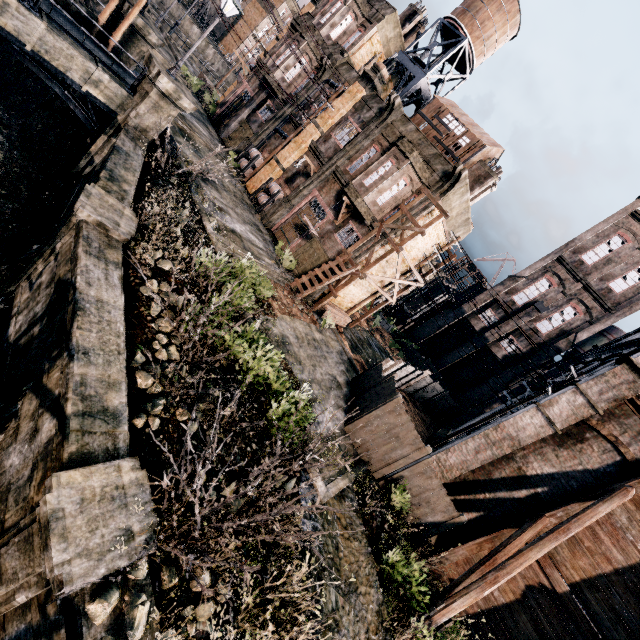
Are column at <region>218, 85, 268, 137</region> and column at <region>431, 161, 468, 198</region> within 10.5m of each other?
no

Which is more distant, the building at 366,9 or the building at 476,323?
the building at 476,323

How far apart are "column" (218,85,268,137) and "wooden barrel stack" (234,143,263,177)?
4.7m

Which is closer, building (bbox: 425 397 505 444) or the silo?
building (bbox: 425 397 505 444)

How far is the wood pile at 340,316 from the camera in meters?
22.0 m

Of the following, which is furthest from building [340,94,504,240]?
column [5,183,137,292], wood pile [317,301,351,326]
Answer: column [5,183,137,292]

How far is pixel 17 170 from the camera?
14.20m

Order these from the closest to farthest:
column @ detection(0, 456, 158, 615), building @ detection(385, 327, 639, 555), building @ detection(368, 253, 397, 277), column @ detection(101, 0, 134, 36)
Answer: column @ detection(0, 456, 158, 615) → building @ detection(385, 327, 639, 555) → column @ detection(101, 0, 134, 36) → building @ detection(368, 253, 397, 277)
